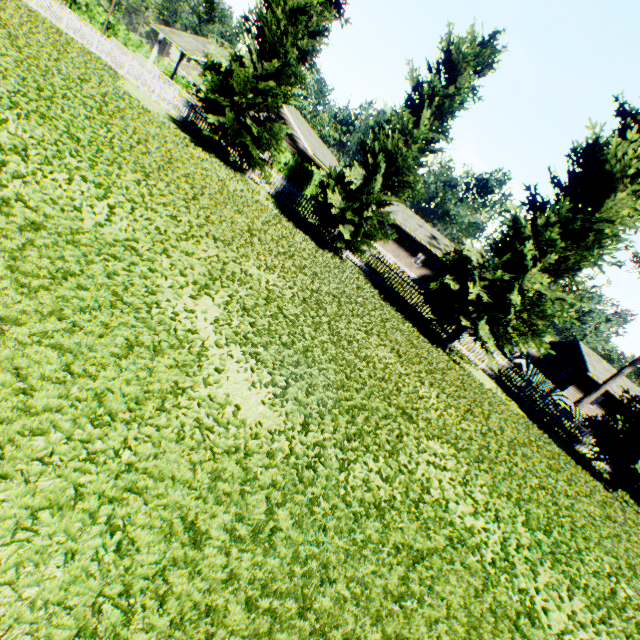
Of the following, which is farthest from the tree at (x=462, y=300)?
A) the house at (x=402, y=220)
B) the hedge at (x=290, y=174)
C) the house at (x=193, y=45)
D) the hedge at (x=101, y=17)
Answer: the hedge at (x=101, y=17)

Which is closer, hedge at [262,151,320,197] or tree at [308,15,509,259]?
tree at [308,15,509,259]

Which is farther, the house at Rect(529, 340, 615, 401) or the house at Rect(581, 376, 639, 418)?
the house at Rect(529, 340, 615, 401)

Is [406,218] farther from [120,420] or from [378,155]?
[120,420]

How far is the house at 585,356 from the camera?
33.6m

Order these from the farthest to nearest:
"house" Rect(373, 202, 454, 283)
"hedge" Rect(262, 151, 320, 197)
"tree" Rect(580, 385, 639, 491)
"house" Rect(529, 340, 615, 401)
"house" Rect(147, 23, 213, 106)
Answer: "house" Rect(373, 202, 454, 283), "house" Rect(529, 340, 615, 401), "house" Rect(147, 23, 213, 106), "hedge" Rect(262, 151, 320, 197), "tree" Rect(580, 385, 639, 491)

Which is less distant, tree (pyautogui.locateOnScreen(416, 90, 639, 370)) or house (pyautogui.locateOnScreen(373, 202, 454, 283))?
tree (pyautogui.locateOnScreen(416, 90, 639, 370))

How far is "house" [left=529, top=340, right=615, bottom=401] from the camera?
33.6 meters
